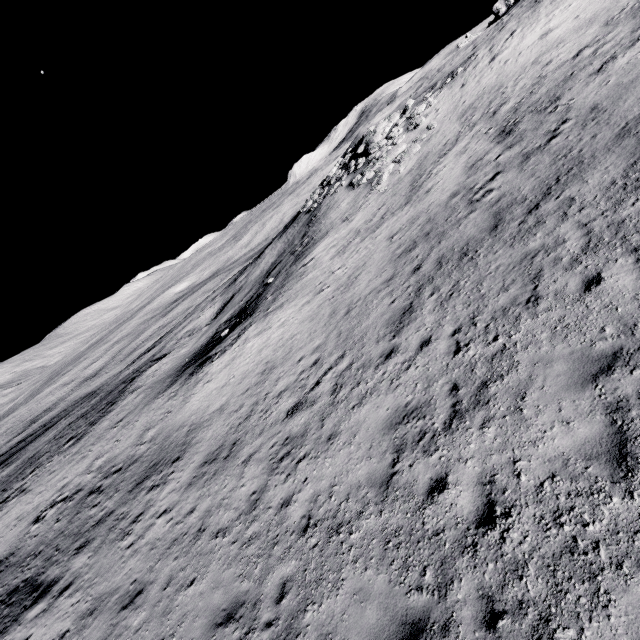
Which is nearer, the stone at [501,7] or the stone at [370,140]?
the stone at [370,140]

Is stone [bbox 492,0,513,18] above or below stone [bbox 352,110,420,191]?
above

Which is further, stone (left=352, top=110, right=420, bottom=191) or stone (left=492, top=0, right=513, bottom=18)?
stone (left=492, top=0, right=513, bottom=18)

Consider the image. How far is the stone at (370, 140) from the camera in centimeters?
2191cm

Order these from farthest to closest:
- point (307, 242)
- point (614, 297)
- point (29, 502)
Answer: point (307, 242)
point (29, 502)
point (614, 297)

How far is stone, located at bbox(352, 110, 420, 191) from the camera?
21.9 meters
